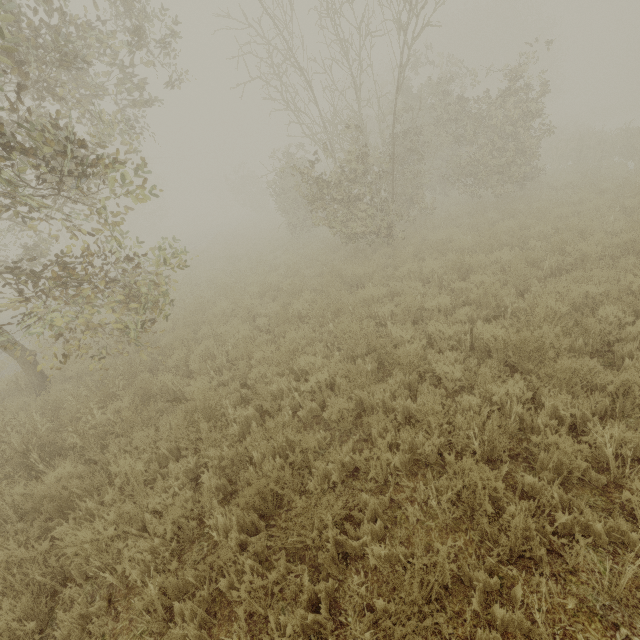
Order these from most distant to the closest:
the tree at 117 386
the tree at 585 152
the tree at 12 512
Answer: the tree at 585 152
the tree at 117 386
the tree at 12 512

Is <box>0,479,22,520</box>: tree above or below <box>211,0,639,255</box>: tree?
below

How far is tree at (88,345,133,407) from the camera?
6.03m

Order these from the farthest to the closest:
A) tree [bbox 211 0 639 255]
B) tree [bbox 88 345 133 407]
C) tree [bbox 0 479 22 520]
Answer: tree [bbox 211 0 639 255] < tree [bbox 88 345 133 407] < tree [bbox 0 479 22 520]

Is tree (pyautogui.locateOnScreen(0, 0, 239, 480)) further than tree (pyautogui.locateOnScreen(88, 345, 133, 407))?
No

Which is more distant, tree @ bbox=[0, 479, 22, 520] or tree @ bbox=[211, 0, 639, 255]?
tree @ bbox=[211, 0, 639, 255]

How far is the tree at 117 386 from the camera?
6.0 meters

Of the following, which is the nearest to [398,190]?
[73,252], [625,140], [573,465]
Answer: [573,465]
